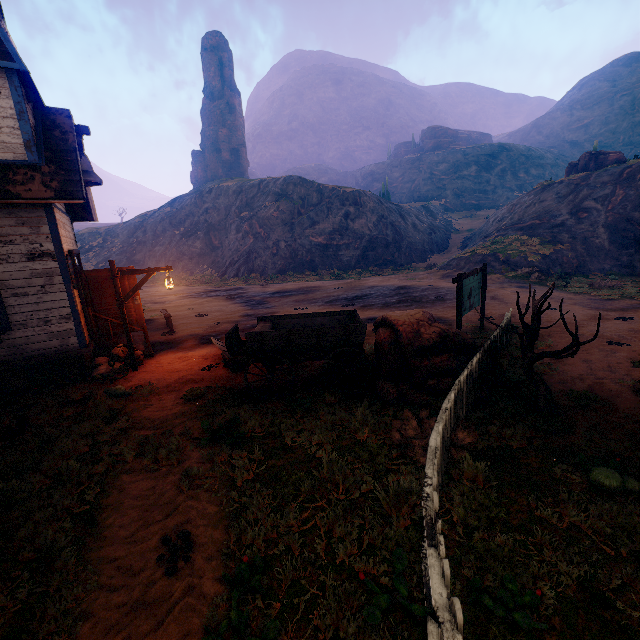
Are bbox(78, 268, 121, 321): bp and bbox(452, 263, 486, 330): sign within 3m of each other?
no

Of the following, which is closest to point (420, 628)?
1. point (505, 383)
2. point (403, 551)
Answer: Result: point (403, 551)

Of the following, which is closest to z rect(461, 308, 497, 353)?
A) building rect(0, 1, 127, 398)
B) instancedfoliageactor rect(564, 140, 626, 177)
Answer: building rect(0, 1, 127, 398)

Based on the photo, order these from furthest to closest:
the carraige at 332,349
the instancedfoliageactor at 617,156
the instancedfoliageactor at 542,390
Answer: the instancedfoliageactor at 617,156 < the carraige at 332,349 < the instancedfoliageactor at 542,390

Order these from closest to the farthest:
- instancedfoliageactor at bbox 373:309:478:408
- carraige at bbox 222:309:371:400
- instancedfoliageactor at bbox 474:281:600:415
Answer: instancedfoliageactor at bbox 474:281:600:415, instancedfoliageactor at bbox 373:309:478:408, carraige at bbox 222:309:371:400

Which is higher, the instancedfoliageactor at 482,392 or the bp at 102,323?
the bp at 102,323

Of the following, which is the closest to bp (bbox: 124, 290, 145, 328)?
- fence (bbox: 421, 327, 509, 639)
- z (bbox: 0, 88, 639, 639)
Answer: z (bbox: 0, 88, 639, 639)
